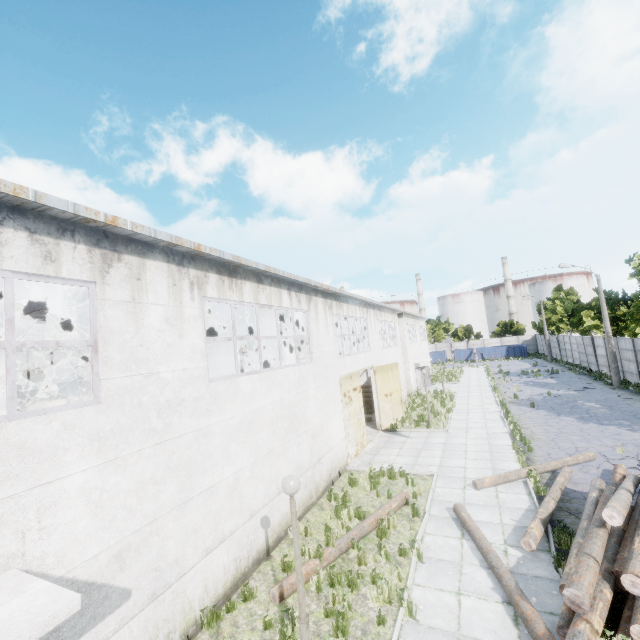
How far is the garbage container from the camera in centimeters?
5550cm

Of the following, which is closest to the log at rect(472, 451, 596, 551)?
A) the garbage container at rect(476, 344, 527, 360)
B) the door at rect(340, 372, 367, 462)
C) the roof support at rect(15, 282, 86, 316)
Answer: the door at rect(340, 372, 367, 462)

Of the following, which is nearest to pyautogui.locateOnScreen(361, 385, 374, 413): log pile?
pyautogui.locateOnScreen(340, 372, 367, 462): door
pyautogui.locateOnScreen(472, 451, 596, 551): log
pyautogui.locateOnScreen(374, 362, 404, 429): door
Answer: pyautogui.locateOnScreen(374, 362, 404, 429): door

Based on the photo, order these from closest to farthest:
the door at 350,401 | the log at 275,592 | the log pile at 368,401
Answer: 1. the log at 275,592
2. the door at 350,401
3. the log pile at 368,401

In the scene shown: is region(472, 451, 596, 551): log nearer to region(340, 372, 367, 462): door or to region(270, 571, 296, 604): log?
region(270, 571, 296, 604): log

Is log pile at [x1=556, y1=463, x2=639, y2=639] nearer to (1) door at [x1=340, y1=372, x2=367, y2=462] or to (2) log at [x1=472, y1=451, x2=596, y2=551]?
(2) log at [x1=472, y1=451, x2=596, y2=551]

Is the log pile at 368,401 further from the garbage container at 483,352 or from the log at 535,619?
the garbage container at 483,352

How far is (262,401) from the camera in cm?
934
